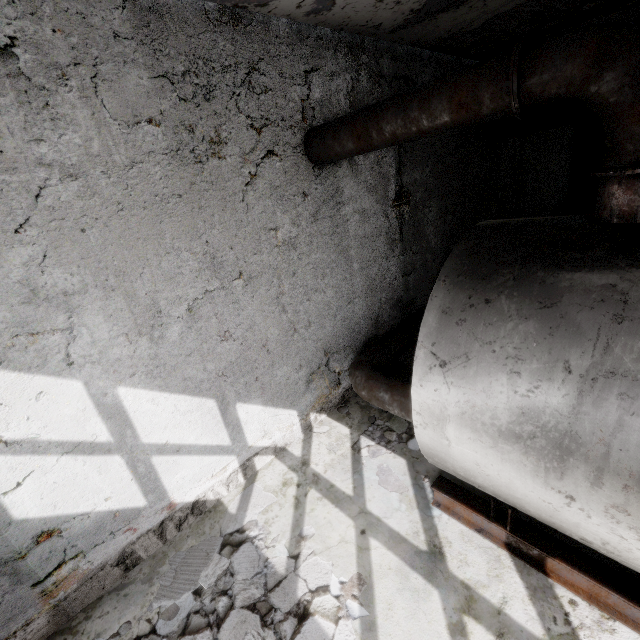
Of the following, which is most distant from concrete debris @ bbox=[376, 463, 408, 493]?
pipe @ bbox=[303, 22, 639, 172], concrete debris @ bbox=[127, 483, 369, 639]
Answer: pipe @ bbox=[303, 22, 639, 172]

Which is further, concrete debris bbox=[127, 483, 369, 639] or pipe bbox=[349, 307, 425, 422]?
pipe bbox=[349, 307, 425, 422]

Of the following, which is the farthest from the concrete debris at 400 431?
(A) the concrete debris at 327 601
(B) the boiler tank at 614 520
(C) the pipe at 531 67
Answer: (C) the pipe at 531 67

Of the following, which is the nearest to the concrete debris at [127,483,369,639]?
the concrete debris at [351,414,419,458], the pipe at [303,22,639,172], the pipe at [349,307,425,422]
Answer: the concrete debris at [351,414,419,458]

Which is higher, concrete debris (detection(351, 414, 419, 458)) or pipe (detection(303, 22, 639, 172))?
pipe (detection(303, 22, 639, 172))

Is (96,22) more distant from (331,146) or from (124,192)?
(331,146)

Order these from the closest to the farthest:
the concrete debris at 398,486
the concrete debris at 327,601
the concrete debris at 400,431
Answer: the concrete debris at 327,601 → the concrete debris at 398,486 → the concrete debris at 400,431

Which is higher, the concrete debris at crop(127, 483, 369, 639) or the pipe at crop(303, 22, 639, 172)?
the pipe at crop(303, 22, 639, 172)
